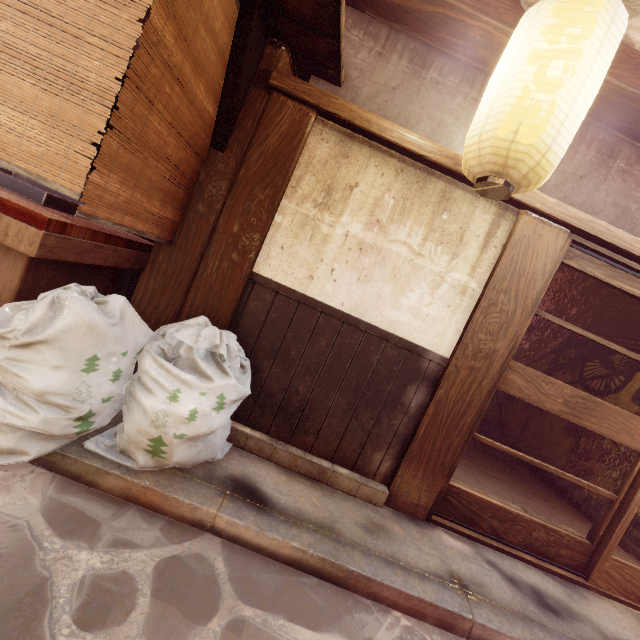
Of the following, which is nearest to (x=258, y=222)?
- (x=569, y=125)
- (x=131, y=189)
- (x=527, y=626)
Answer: (x=131, y=189)

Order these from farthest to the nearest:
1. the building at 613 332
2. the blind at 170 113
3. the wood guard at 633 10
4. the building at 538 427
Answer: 1. the building at 538 427
2. the building at 613 332
3. the wood guard at 633 10
4. the blind at 170 113

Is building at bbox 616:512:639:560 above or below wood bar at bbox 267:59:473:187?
below

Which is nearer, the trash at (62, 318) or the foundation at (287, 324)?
the trash at (62, 318)

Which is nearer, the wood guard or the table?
the table

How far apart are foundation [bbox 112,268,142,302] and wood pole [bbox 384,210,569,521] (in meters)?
4.99

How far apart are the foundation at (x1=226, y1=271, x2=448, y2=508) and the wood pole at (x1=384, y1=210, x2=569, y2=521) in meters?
0.0 m

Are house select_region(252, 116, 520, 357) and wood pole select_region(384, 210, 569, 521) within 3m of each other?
yes
